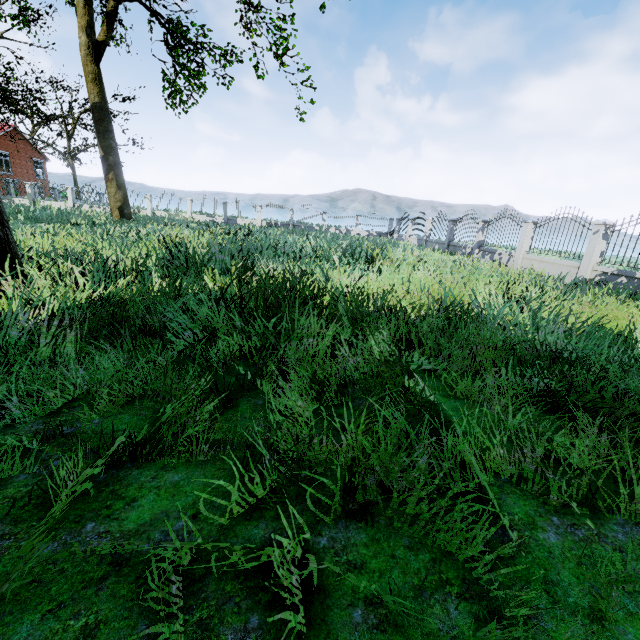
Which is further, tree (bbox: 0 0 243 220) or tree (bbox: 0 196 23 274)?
tree (bbox: 0 0 243 220)

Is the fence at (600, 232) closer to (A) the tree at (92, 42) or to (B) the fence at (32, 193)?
(A) the tree at (92, 42)

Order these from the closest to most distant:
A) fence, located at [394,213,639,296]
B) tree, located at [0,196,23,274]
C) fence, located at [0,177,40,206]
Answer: tree, located at [0,196,23,274] < fence, located at [394,213,639,296] < fence, located at [0,177,40,206]

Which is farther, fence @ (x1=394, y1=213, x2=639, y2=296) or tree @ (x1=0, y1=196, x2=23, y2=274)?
fence @ (x1=394, y1=213, x2=639, y2=296)

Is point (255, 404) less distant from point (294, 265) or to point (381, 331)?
point (381, 331)

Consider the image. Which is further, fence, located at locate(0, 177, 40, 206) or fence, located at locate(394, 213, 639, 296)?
fence, located at locate(0, 177, 40, 206)

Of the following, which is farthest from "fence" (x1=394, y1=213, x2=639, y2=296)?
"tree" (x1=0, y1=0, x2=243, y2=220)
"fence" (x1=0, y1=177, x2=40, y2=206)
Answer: "fence" (x1=0, y1=177, x2=40, y2=206)
